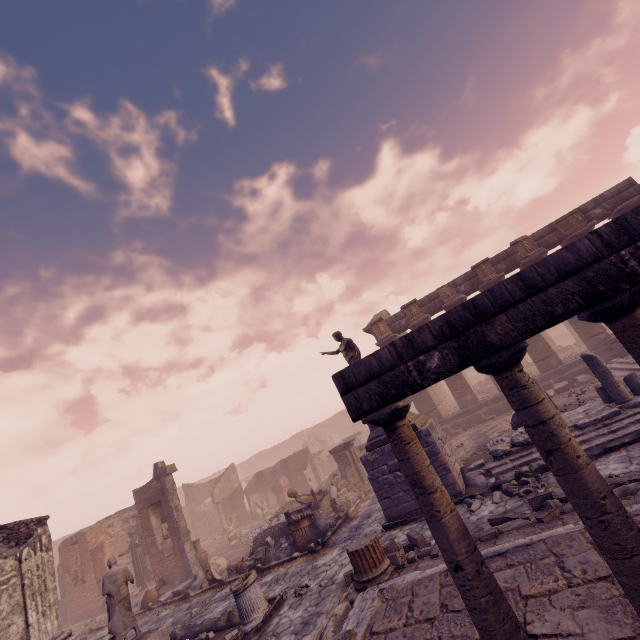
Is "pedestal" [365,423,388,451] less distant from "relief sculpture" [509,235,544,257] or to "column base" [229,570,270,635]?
"column base" [229,570,270,635]

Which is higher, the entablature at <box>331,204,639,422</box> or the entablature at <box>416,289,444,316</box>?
the entablature at <box>416,289,444,316</box>

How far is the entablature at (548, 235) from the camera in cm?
1645

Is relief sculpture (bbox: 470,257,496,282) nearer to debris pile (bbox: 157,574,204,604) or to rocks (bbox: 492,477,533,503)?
rocks (bbox: 492,477,533,503)

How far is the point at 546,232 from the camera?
16.7 meters

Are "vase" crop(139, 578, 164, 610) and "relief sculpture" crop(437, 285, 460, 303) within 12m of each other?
no

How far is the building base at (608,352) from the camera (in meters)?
14.66

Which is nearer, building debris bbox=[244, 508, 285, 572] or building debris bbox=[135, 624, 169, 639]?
building debris bbox=[135, 624, 169, 639]
